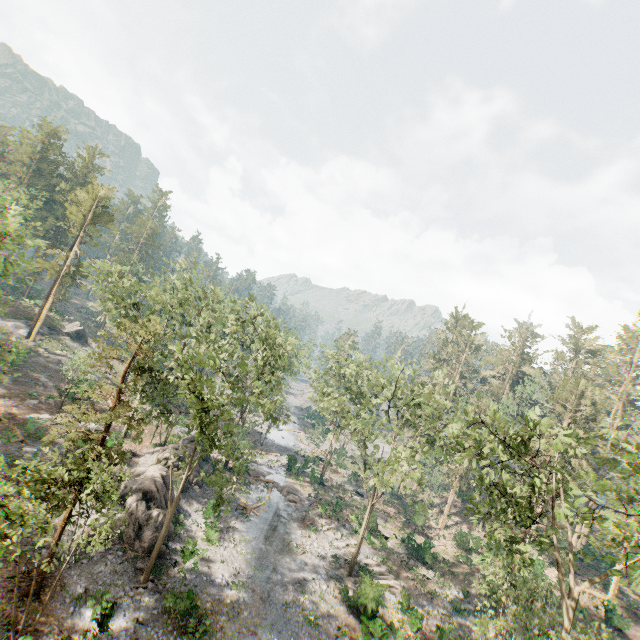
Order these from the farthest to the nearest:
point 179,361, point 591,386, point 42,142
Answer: point 42,142, point 591,386, point 179,361

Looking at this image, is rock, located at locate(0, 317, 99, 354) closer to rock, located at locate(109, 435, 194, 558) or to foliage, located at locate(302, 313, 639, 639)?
foliage, located at locate(302, 313, 639, 639)

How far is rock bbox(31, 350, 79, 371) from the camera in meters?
41.6 m

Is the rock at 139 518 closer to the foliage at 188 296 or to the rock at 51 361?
the foliage at 188 296

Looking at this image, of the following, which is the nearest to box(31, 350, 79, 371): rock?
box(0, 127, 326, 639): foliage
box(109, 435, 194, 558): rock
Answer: box(0, 127, 326, 639): foliage

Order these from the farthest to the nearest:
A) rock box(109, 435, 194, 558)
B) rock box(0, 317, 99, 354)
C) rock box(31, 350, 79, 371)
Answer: rock box(0, 317, 99, 354) → rock box(31, 350, 79, 371) → rock box(109, 435, 194, 558)
